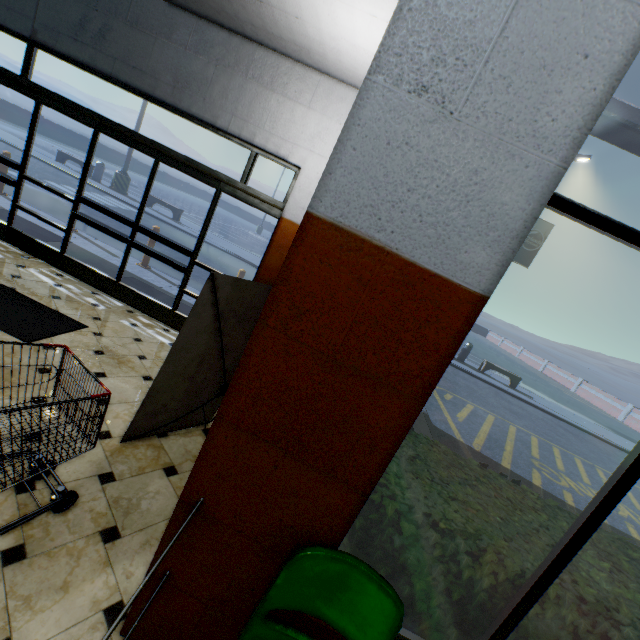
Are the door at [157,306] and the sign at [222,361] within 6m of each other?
yes

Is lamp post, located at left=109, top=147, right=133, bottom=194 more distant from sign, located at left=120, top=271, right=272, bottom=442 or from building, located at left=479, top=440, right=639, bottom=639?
sign, located at left=120, top=271, right=272, bottom=442

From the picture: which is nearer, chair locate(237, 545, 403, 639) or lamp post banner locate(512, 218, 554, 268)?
chair locate(237, 545, 403, 639)

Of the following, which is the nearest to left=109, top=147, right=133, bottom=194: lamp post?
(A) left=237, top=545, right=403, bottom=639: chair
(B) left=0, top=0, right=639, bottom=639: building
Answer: (B) left=0, top=0, right=639, bottom=639: building

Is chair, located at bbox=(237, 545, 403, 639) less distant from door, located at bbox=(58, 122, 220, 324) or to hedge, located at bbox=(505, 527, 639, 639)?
hedge, located at bbox=(505, 527, 639, 639)

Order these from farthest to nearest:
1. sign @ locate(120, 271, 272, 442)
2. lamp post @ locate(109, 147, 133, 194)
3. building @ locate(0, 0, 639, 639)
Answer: lamp post @ locate(109, 147, 133, 194), sign @ locate(120, 271, 272, 442), building @ locate(0, 0, 639, 639)

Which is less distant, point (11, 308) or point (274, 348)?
point (274, 348)

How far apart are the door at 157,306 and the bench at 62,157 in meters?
15.0
